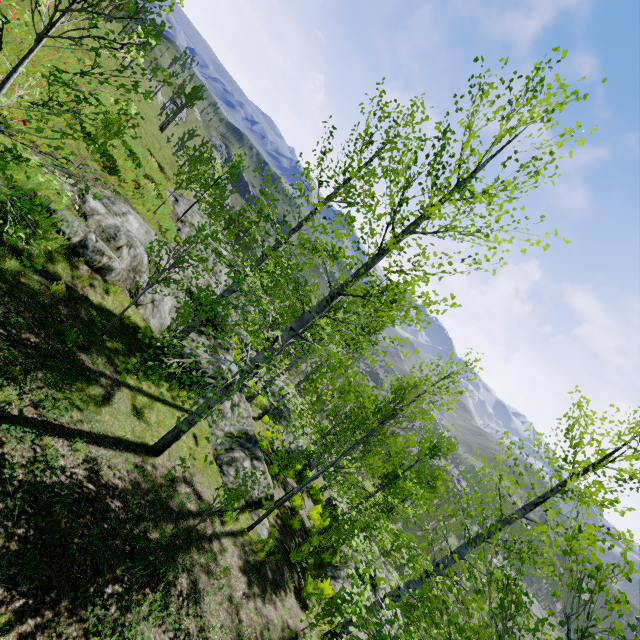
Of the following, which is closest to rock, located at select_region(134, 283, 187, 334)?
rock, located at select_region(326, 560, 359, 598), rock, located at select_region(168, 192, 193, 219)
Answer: rock, located at select_region(168, 192, 193, 219)

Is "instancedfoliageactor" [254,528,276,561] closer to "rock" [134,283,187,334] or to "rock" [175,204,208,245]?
"rock" [175,204,208,245]

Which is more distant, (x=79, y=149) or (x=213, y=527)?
(x=79, y=149)

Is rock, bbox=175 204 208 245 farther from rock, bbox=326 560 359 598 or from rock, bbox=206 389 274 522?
rock, bbox=206 389 274 522

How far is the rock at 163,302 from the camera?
10.9m

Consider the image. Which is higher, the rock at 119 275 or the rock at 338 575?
the rock at 119 275

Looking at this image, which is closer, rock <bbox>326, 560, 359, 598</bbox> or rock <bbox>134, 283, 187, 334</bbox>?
rock <bbox>134, 283, 187, 334</bbox>
